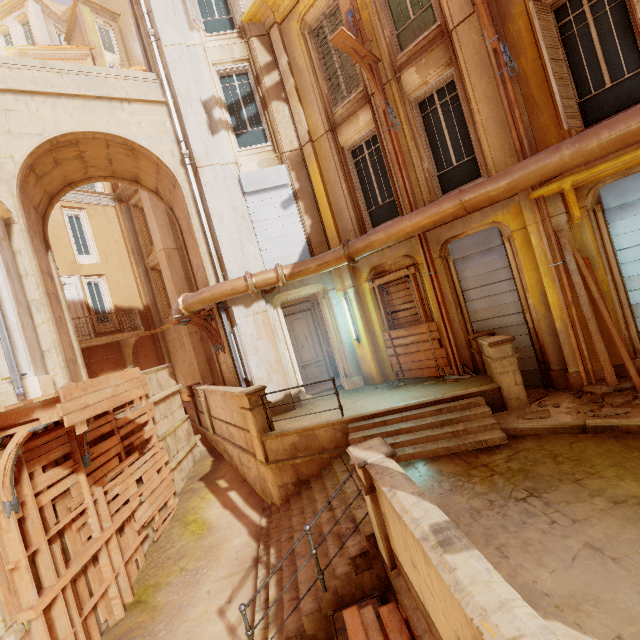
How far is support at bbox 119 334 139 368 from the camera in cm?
1685

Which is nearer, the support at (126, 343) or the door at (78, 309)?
the door at (78, 309)

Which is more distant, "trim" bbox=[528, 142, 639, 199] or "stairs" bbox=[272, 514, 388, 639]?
"trim" bbox=[528, 142, 639, 199]

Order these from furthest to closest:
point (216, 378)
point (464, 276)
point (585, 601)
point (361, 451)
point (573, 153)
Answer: point (216, 378), point (464, 276), point (573, 153), point (361, 451), point (585, 601)

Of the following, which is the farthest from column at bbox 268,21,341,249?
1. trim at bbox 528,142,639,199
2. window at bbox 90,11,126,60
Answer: window at bbox 90,11,126,60

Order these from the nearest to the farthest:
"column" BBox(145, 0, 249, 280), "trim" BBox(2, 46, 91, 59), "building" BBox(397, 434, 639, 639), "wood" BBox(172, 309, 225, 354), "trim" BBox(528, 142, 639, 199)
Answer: "building" BBox(397, 434, 639, 639)
"trim" BBox(528, 142, 639, 199)
"column" BBox(145, 0, 249, 280)
"wood" BBox(172, 309, 225, 354)
"trim" BBox(2, 46, 91, 59)

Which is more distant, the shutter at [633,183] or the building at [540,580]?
the shutter at [633,183]

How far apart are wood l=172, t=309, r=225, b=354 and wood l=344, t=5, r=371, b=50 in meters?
7.9 m
